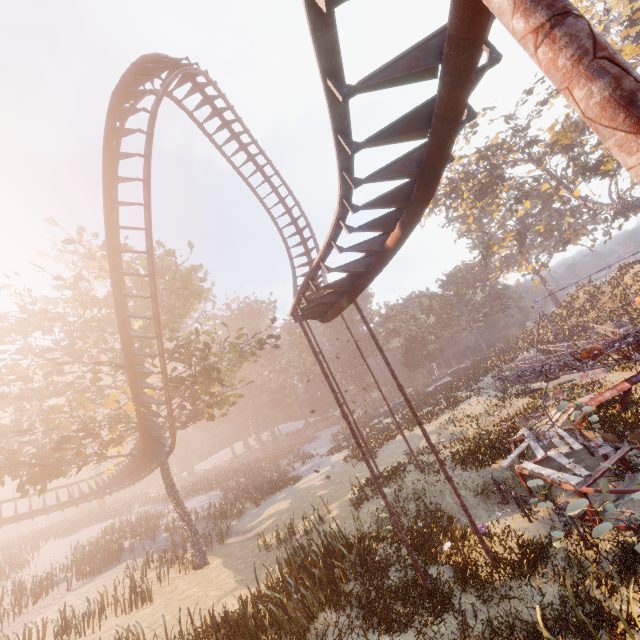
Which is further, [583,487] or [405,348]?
[405,348]

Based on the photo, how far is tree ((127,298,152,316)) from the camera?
17.3m

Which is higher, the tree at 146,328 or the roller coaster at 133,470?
the tree at 146,328

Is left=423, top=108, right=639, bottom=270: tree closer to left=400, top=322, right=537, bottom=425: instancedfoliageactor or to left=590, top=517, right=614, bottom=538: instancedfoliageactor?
left=400, top=322, right=537, bottom=425: instancedfoliageactor

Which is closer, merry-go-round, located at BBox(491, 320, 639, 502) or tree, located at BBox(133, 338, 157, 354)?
merry-go-round, located at BBox(491, 320, 639, 502)

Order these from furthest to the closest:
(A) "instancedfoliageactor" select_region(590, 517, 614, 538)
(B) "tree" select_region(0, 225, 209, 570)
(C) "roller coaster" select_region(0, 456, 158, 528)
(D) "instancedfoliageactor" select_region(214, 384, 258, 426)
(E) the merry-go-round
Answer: (D) "instancedfoliageactor" select_region(214, 384, 258, 426) → (C) "roller coaster" select_region(0, 456, 158, 528) → (B) "tree" select_region(0, 225, 209, 570) → (E) the merry-go-round → (A) "instancedfoliageactor" select_region(590, 517, 614, 538)

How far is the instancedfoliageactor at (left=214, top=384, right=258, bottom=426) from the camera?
57.3 meters

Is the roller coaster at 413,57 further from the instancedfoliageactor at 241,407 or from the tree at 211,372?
→ the instancedfoliageactor at 241,407
